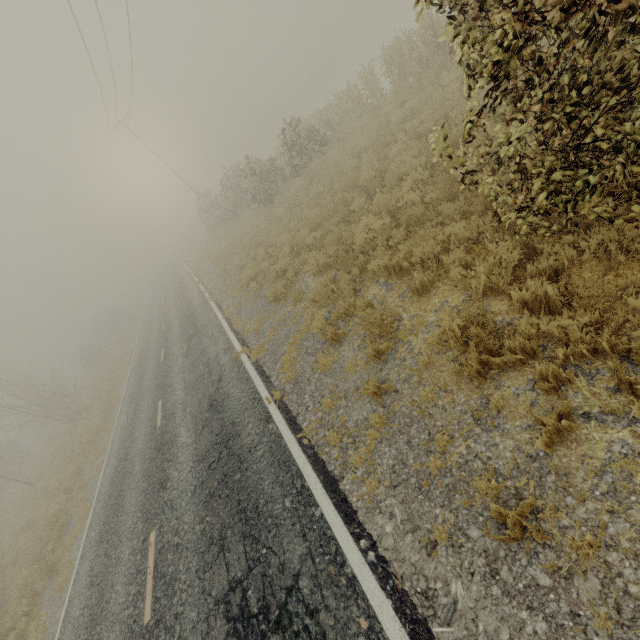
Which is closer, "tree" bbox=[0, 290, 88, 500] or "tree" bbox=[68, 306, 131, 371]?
"tree" bbox=[0, 290, 88, 500]

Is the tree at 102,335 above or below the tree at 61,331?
below

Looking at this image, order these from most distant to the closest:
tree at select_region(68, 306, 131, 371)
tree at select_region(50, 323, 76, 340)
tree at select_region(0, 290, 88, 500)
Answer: tree at select_region(50, 323, 76, 340) → tree at select_region(68, 306, 131, 371) → tree at select_region(0, 290, 88, 500)

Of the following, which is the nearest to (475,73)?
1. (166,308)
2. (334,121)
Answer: (334,121)

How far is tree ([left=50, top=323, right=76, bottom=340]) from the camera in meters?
58.0 m

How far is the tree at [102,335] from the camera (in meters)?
38.75
